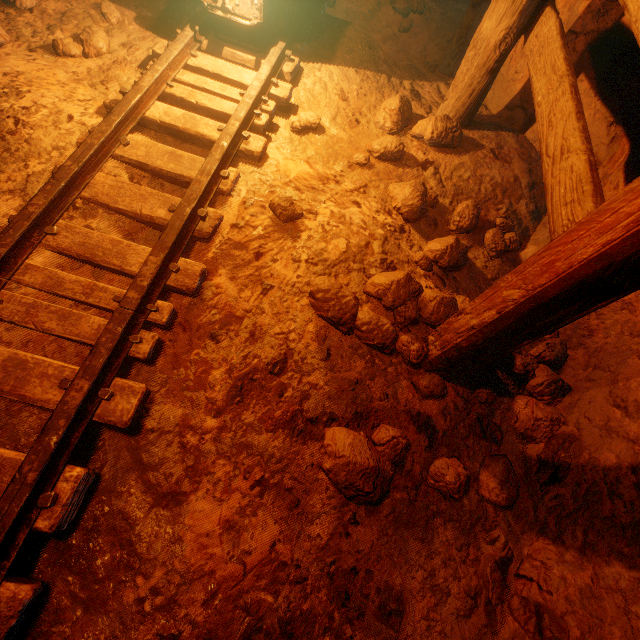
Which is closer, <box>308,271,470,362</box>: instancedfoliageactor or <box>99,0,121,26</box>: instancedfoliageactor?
<box>308,271,470,362</box>: instancedfoliageactor

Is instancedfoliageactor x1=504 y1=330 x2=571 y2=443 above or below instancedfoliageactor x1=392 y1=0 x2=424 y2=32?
below

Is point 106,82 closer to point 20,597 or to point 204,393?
point 204,393

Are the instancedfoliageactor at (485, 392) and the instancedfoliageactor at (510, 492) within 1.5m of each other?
yes

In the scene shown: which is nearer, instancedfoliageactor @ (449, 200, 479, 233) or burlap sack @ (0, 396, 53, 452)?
burlap sack @ (0, 396, 53, 452)

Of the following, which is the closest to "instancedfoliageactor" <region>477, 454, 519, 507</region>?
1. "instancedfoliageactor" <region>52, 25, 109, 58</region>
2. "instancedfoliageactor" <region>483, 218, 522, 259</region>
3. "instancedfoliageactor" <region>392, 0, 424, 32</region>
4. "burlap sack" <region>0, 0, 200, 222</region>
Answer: "burlap sack" <region>0, 0, 200, 222</region>

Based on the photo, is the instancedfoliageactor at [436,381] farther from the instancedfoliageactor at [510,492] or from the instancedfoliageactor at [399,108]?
the instancedfoliageactor at [399,108]

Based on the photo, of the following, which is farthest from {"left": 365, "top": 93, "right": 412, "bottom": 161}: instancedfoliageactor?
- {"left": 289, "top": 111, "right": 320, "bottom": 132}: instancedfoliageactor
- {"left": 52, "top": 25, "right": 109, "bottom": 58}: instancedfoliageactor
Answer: {"left": 52, "top": 25, "right": 109, "bottom": 58}: instancedfoliageactor
